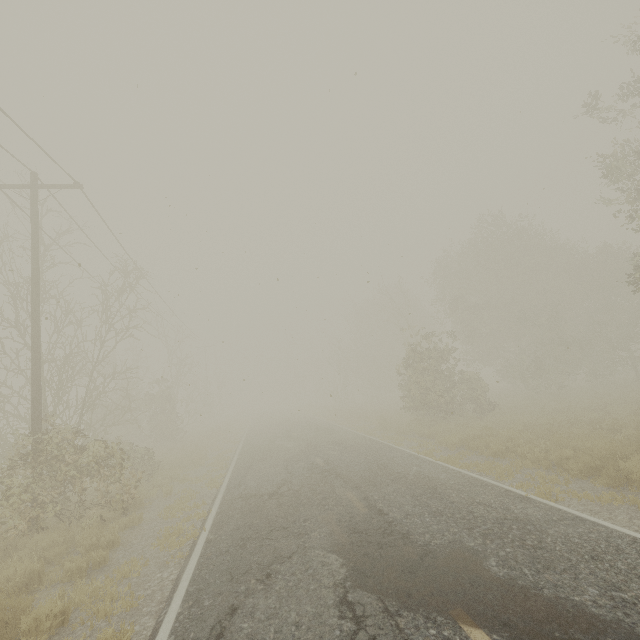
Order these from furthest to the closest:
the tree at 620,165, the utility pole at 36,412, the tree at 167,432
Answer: → the tree at 620,165, the utility pole at 36,412, the tree at 167,432

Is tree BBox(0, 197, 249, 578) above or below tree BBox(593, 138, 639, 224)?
below

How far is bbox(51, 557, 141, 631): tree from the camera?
5.1 meters

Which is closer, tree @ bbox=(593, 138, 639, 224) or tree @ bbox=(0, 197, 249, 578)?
tree @ bbox=(0, 197, 249, 578)

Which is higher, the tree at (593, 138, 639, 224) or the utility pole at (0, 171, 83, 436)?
the tree at (593, 138, 639, 224)

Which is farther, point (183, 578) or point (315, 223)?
point (315, 223)

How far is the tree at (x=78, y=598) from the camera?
5.1 meters
